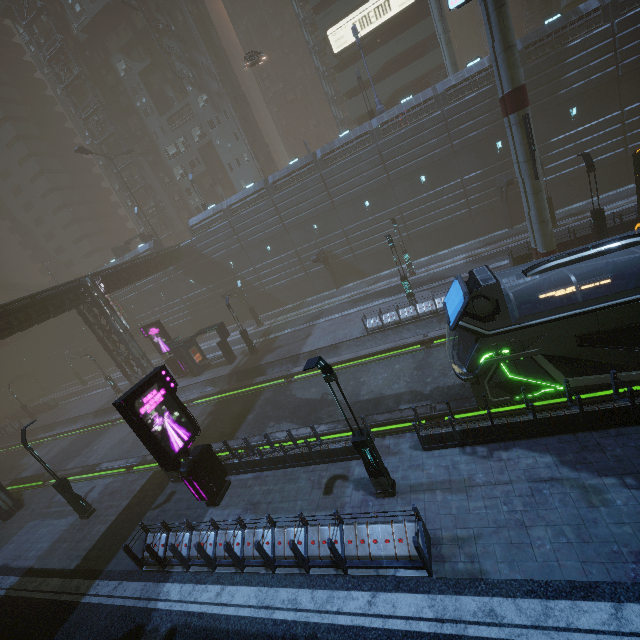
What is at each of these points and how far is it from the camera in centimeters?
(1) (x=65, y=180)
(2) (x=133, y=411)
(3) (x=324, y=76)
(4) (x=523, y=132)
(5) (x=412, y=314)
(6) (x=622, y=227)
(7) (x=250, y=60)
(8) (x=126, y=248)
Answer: (1) building, 5981cm
(2) sign, 1137cm
(3) building structure, 4188cm
(4) sm, 1703cm
(5) building, 2131cm
(6) building, 1955cm
(7) car, 3073cm
(8) building, 4669cm

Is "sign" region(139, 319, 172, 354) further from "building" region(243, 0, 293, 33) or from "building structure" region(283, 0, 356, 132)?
"building structure" region(283, 0, 356, 132)

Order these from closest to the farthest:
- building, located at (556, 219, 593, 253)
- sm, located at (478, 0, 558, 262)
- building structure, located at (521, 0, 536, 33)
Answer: sm, located at (478, 0, 558, 262), building, located at (556, 219, 593, 253), building structure, located at (521, 0, 536, 33)

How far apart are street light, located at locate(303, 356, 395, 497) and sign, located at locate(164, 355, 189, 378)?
25.0 meters

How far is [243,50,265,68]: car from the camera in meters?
30.5 m

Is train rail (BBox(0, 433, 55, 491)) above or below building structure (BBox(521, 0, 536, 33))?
below

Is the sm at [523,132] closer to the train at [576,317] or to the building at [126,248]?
the building at [126,248]

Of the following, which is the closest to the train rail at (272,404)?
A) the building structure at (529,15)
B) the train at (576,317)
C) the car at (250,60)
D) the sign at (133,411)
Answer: the train at (576,317)
